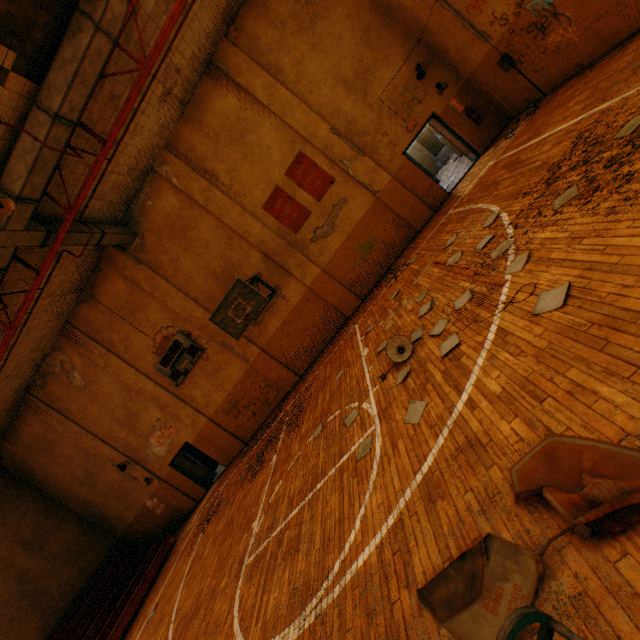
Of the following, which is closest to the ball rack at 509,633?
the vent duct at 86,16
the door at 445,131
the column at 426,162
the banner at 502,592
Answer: the banner at 502,592

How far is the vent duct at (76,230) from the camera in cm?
912

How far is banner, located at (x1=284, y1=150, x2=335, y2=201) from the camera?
11.16m

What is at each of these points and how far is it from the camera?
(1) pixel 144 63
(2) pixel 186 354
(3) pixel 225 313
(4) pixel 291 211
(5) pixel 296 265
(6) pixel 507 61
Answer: (1) metal beam, 7.39m
(2) scoreboard, 13.03m
(3) basketball backboard, 10.28m
(4) banner, 11.58m
(5) wall pilaster, 11.94m
(6) electrical box, 8.39m

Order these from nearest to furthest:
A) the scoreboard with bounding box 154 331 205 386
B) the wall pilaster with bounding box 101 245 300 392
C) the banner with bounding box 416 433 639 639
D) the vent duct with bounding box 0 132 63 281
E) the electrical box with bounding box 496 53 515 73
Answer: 1. the banner with bounding box 416 433 639 639
2. the vent duct with bounding box 0 132 63 281
3. the electrical box with bounding box 496 53 515 73
4. the wall pilaster with bounding box 101 245 300 392
5. the scoreboard with bounding box 154 331 205 386

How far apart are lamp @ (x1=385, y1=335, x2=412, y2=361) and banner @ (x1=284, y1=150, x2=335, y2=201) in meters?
7.4 m

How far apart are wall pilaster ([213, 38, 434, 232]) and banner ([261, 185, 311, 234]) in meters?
1.7 m

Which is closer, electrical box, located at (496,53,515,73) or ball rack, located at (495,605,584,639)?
ball rack, located at (495,605,584,639)
